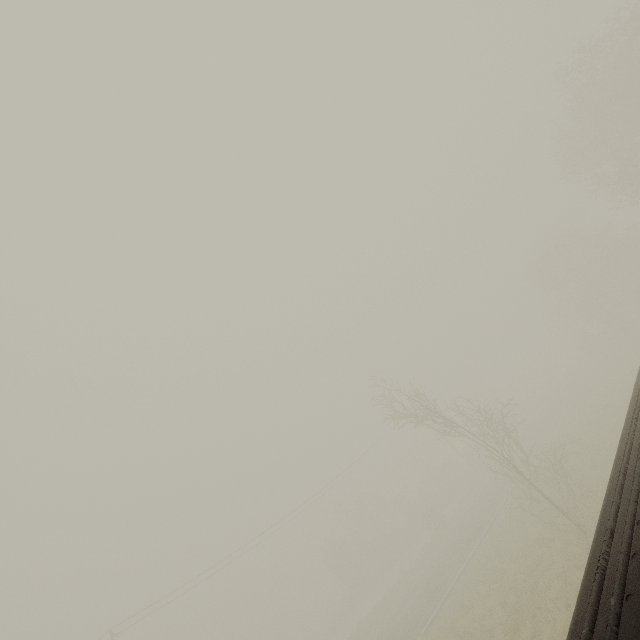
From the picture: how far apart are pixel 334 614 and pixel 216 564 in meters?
26.3
